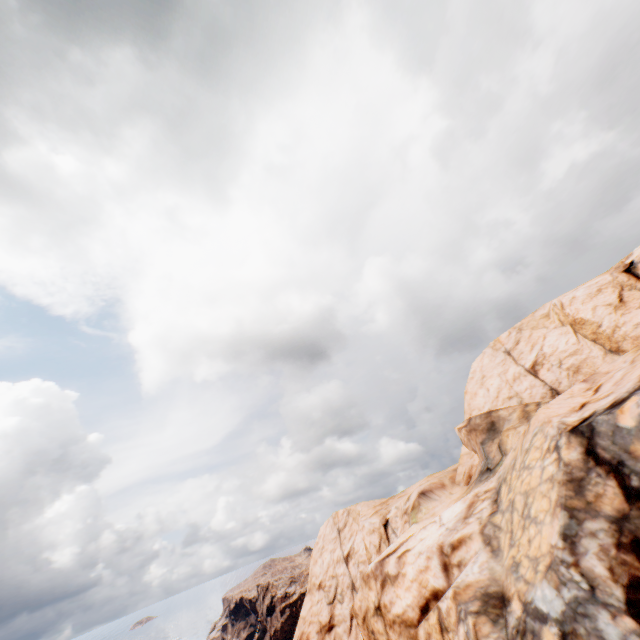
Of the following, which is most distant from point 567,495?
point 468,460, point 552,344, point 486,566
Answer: point 468,460
